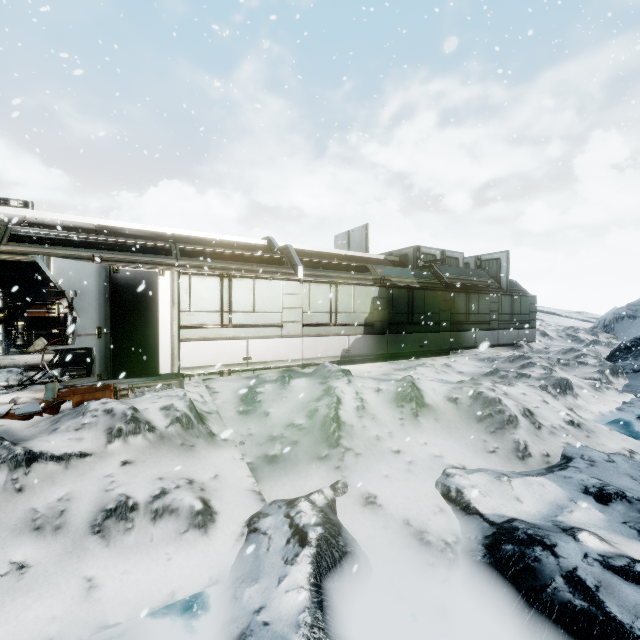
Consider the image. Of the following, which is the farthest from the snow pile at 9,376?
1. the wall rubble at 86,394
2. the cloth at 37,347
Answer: the cloth at 37,347

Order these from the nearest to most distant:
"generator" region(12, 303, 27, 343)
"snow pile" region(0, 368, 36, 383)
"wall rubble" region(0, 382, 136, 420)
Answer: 1. "wall rubble" region(0, 382, 136, 420)
2. "snow pile" region(0, 368, 36, 383)
3. "generator" region(12, 303, 27, 343)

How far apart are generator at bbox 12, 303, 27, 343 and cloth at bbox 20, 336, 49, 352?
0.37m

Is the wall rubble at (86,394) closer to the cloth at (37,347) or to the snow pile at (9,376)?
the snow pile at (9,376)

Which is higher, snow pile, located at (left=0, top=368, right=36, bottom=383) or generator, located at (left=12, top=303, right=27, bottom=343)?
generator, located at (left=12, top=303, right=27, bottom=343)

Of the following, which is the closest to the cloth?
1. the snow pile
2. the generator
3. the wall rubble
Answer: the generator

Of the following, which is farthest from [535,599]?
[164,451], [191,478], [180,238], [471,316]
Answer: [471,316]

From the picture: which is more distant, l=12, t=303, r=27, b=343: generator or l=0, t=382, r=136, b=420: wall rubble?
l=12, t=303, r=27, b=343: generator
